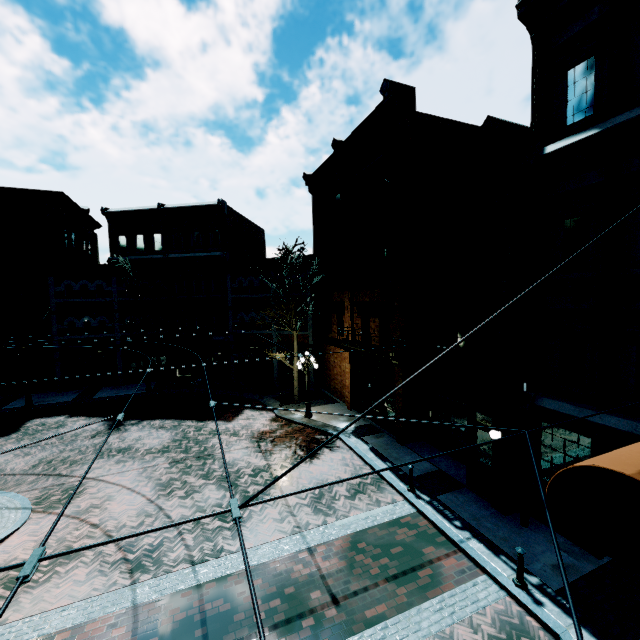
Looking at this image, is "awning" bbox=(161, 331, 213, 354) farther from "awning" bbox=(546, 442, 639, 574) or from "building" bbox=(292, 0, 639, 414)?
"awning" bbox=(546, 442, 639, 574)

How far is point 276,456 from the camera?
13.84m

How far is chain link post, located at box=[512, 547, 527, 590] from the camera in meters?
7.2

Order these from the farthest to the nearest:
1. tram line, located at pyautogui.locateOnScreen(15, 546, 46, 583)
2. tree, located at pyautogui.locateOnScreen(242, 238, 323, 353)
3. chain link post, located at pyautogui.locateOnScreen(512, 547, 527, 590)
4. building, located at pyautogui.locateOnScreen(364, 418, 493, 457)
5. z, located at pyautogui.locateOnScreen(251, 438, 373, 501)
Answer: tree, located at pyautogui.locateOnScreen(242, 238, 323, 353), z, located at pyautogui.locateOnScreen(251, 438, 373, 501), building, located at pyautogui.locateOnScreen(364, 418, 493, 457), chain link post, located at pyautogui.locateOnScreen(512, 547, 527, 590), tram line, located at pyautogui.locateOnScreen(15, 546, 46, 583)

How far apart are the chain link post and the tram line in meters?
8.9 m

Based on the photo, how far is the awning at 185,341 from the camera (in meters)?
22.17

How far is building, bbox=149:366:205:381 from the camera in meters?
26.7 m

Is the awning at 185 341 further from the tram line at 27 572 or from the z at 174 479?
the tram line at 27 572
